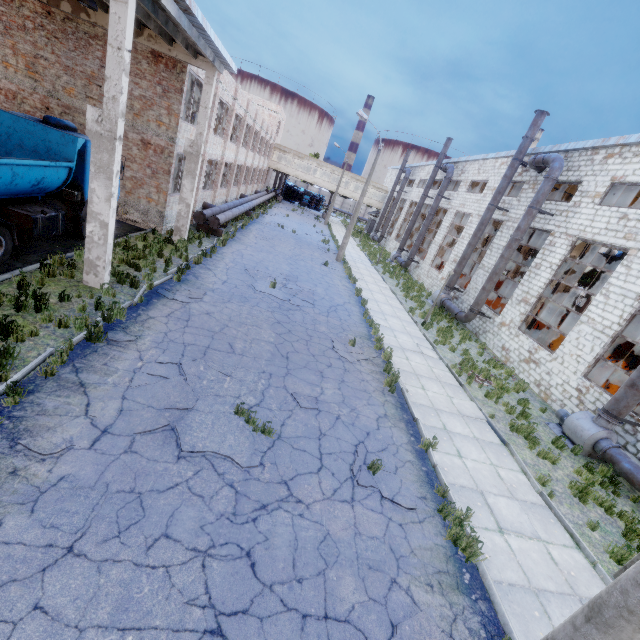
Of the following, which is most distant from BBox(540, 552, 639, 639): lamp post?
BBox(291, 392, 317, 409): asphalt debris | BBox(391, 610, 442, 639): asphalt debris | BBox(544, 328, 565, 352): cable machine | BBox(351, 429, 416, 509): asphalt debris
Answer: BBox(544, 328, 565, 352): cable machine

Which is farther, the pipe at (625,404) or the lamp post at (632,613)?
the pipe at (625,404)

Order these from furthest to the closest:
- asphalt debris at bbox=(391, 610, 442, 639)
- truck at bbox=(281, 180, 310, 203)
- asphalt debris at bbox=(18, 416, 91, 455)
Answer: truck at bbox=(281, 180, 310, 203) < asphalt debris at bbox=(18, 416, 91, 455) < asphalt debris at bbox=(391, 610, 442, 639)

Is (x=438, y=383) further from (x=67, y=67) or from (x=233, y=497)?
(x=67, y=67)

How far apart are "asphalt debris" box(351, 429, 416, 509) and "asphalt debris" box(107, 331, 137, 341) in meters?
6.2 m

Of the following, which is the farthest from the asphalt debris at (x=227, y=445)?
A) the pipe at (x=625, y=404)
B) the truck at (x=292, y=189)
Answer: the truck at (x=292, y=189)

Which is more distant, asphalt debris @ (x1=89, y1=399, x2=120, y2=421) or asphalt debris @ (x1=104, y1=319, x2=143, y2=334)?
asphalt debris @ (x1=104, y1=319, x2=143, y2=334)

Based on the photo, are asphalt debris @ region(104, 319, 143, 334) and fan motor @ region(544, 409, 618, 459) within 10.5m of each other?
no
